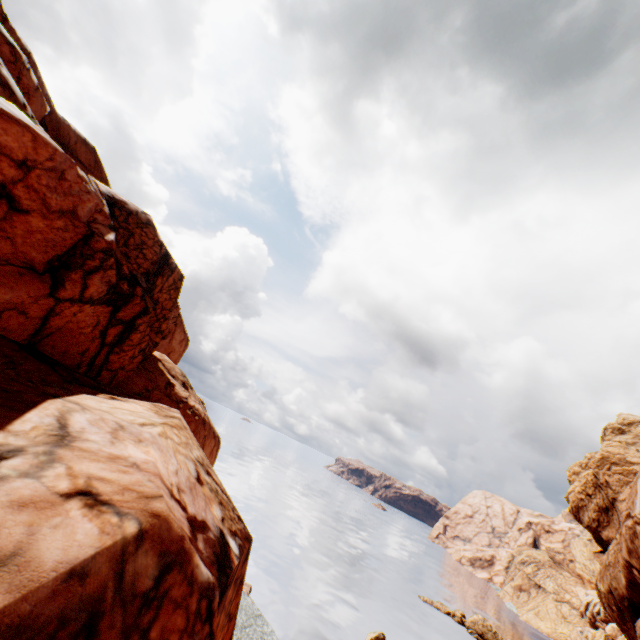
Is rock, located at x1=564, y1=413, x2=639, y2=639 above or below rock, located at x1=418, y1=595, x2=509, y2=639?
above

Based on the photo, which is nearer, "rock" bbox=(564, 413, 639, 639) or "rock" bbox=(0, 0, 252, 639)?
"rock" bbox=(0, 0, 252, 639)

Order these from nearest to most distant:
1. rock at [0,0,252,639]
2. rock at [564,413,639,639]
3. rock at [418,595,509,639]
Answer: rock at [0,0,252,639]
rock at [564,413,639,639]
rock at [418,595,509,639]

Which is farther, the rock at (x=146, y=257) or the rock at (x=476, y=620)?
the rock at (x=476, y=620)

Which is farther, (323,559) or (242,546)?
(323,559)

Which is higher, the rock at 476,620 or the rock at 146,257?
the rock at 146,257
